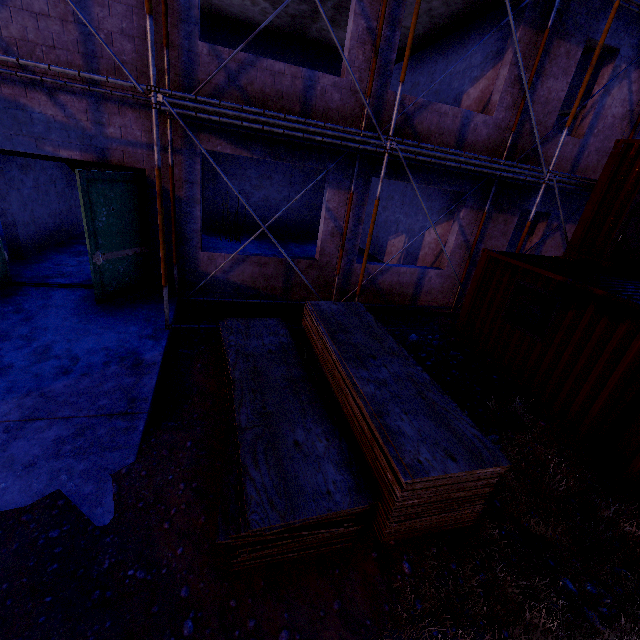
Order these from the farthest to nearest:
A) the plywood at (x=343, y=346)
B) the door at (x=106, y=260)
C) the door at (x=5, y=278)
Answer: the door at (x=5, y=278)
the door at (x=106, y=260)
the plywood at (x=343, y=346)

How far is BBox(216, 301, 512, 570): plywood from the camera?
3.04m

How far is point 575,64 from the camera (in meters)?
8.00

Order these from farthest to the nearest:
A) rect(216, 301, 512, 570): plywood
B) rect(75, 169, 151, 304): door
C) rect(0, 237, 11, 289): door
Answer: rect(0, 237, 11, 289): door, rect(75, 169, 151, 304): door, rect(216, 301, 512, 570): plywood

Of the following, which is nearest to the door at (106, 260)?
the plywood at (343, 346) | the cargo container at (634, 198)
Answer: the plywood at (343, 346)

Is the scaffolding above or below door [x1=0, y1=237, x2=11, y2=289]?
above

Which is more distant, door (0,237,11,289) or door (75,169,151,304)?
door (0,237,11,289)

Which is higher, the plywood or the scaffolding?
the scaffolding
